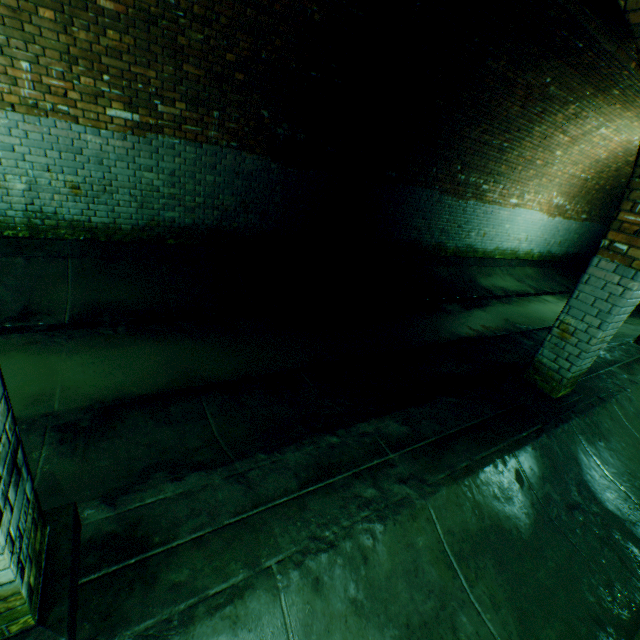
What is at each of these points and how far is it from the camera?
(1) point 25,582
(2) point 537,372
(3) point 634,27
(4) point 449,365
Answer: (1) support arch, 1.2m
(2) support arch, 3.9m
(3) support arch, 2.6m
(4) building tunnel, 5.0m

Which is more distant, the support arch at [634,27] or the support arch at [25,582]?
the support arch at [634,27]

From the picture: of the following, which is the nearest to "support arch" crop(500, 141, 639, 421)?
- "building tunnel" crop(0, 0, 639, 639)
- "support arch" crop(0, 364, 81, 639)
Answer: "building tunnel" crop(0, 0, 639, 639)

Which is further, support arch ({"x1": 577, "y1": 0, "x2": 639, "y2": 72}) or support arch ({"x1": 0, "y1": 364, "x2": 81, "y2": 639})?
support arch ({"x1": 577, "y1": 0, "x2": 639, "y2": 72})

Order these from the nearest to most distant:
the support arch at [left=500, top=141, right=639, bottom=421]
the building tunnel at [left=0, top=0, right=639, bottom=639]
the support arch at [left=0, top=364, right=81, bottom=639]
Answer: the support arch at [left=0, top=364, right=81, bottom=639] < the building tunnel at [left=0, top=0, right=639, bottom=639] < the support arch at [left=500, top=141, right=639, bottom=421]

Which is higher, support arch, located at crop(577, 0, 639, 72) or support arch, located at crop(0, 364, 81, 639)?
support arch, located at crop(577, 0, 639, 72)

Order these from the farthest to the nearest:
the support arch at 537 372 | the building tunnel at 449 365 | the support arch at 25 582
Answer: the support arch at 537 372 → the building tunnel at 449 365 → the support arch at 25 582
